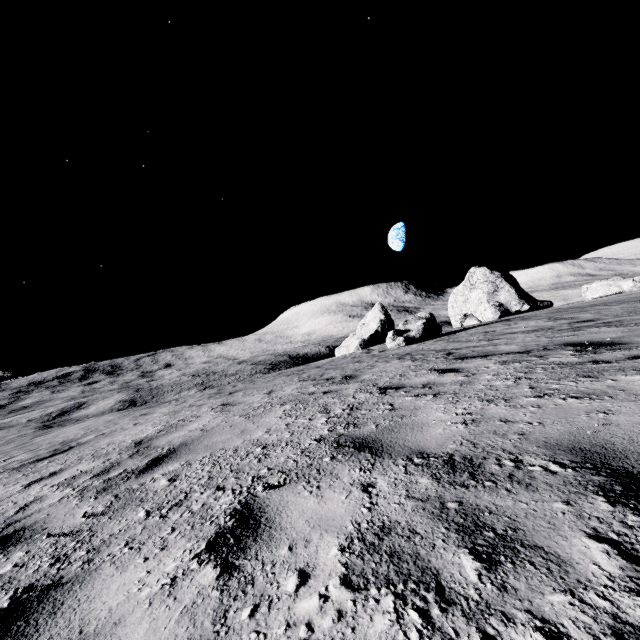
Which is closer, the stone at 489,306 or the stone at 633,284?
the stone at 633,284

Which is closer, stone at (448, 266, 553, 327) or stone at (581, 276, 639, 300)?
stone at (581, 276, 639, 300)

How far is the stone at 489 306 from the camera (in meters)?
27.61

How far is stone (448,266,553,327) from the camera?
27.6m

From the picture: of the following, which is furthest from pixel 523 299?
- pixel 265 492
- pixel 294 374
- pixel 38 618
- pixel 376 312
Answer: pixel 38 618
